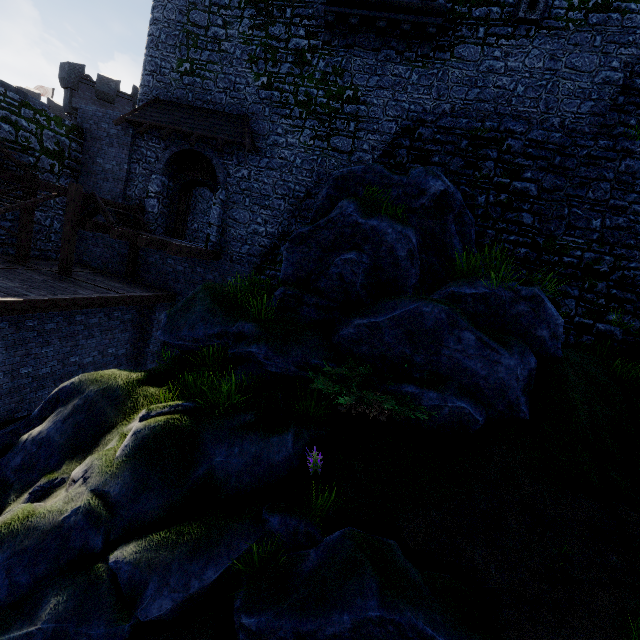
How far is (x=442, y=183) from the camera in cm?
920

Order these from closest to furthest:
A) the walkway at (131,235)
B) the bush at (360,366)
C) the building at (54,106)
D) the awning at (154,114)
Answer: the bush at (360,366) < the walkway at (131,235) < the awning at (154,114) < the building at (54,106)

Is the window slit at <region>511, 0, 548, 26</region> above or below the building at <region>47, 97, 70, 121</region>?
below

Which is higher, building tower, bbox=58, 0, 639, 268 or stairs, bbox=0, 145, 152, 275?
building tower, bbox=58, 0, 639, 268

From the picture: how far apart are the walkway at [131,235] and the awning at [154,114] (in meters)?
3.64

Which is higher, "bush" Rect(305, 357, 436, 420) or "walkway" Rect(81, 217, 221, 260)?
"walkway" Rect(81, 217, 221, 260)

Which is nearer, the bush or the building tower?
the bush

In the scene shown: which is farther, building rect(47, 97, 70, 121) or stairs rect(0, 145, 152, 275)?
building rect(47, 97, 70, 121)
